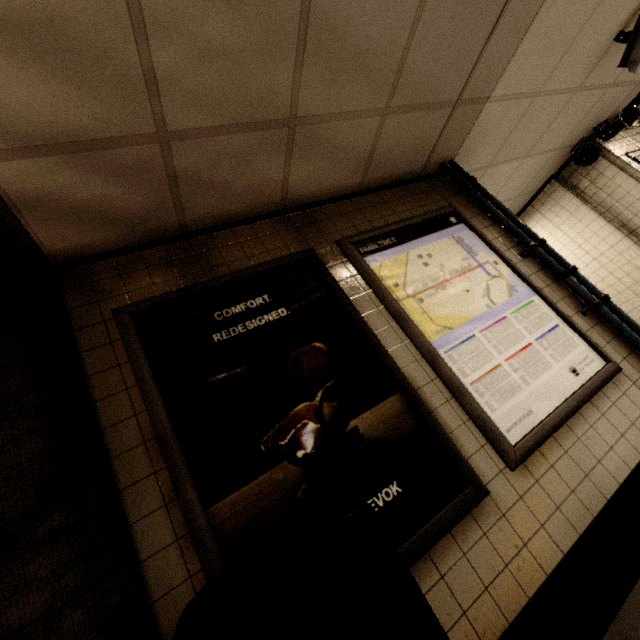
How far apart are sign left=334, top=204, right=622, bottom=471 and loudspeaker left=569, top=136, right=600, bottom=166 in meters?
2.9 m

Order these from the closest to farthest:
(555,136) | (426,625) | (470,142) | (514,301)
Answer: (426,625)
(514,301)
(470,142)
(555,136)

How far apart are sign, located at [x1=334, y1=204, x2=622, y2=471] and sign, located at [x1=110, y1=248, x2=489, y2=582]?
0.2 meters

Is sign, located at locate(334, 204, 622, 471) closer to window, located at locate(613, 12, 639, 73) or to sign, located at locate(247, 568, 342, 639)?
sign, located at locate(247, 568, 342, 639)

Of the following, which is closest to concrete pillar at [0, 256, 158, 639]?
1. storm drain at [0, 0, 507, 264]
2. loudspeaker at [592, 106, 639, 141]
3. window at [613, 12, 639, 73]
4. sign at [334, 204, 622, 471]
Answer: storm drain at [0, 0, 507, 264]

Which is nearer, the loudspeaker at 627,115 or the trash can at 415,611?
the trash can at 415,611

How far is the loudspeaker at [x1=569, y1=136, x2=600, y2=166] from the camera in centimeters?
418cm

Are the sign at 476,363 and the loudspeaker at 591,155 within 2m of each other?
no
